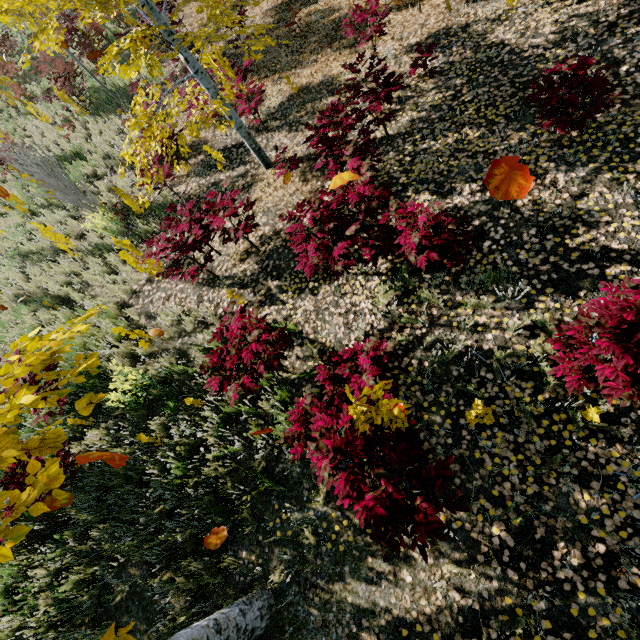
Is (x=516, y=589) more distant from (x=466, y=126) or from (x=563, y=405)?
(x=466, y=126)

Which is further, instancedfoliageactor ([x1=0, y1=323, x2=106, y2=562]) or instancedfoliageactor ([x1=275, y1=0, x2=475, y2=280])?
instancedfoliageactor ([x1=275, y1=0, x2=475, y2=280])

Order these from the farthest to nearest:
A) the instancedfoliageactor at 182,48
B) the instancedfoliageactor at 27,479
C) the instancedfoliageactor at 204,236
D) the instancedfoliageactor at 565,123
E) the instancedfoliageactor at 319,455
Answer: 1. the instancedfoliageactor at 204,236
2. the instancedfoliageactor at 182,48
3. the instancedfoliageactor at 565,123
4. the instancedfoliageactor at 319,455
5. the instancedfoliageactor at 27,479

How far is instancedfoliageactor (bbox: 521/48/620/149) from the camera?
3.31m

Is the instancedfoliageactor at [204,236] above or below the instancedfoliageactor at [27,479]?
below

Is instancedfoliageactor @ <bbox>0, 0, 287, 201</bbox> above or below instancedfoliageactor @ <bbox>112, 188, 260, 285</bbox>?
above
